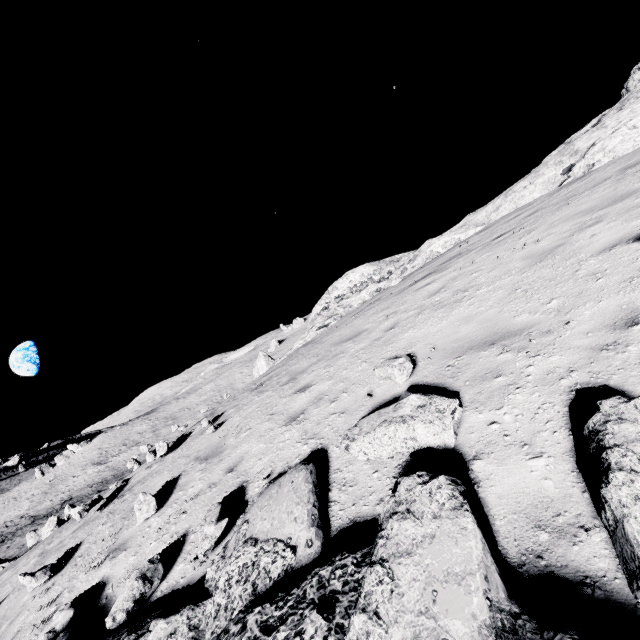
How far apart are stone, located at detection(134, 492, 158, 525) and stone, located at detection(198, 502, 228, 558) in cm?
224

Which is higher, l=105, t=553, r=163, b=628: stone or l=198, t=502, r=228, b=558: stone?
l=198, t=502, r=228, b=558: stone

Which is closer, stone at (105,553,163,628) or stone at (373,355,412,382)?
stone at (105,553,163,628)

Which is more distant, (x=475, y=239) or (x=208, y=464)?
(x=475, y=239)

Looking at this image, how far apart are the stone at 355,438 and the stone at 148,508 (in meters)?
4.26

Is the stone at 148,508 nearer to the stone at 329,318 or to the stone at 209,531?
the stone at 209,531

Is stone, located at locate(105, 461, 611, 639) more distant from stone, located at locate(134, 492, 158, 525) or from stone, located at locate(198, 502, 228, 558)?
stone, located at locate(134, 492, 158, 525)

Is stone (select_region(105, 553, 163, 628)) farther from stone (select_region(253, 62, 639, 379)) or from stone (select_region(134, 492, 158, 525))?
stone (select_region(253, 62, 639, 379))
